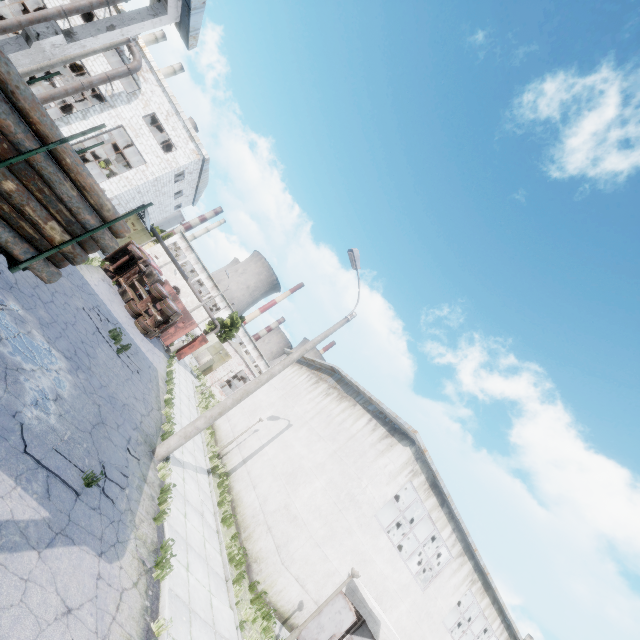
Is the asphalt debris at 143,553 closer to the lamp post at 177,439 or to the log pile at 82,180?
the lamp post at 177,439

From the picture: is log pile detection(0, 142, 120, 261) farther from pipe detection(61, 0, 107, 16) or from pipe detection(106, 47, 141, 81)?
pipe detection(61, 0, 107, 16)

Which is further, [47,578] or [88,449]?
[88,449]

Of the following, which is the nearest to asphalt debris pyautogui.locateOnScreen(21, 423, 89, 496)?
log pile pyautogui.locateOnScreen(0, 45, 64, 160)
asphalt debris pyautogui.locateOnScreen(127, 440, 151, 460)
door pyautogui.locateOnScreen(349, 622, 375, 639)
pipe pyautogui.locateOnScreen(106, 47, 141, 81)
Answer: asphalt debris pyautogui.locateOnScreen(127, 440, 151, 460)

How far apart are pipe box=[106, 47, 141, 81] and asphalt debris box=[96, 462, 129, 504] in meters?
24.6

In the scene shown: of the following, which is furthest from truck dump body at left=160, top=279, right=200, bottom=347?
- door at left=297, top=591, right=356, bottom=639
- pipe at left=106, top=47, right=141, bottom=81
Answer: door at left=297, top=591, right=356, bottom=639

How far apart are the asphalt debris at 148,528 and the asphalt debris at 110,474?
0.8 meters

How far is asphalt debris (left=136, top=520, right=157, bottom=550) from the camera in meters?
7.3 m
